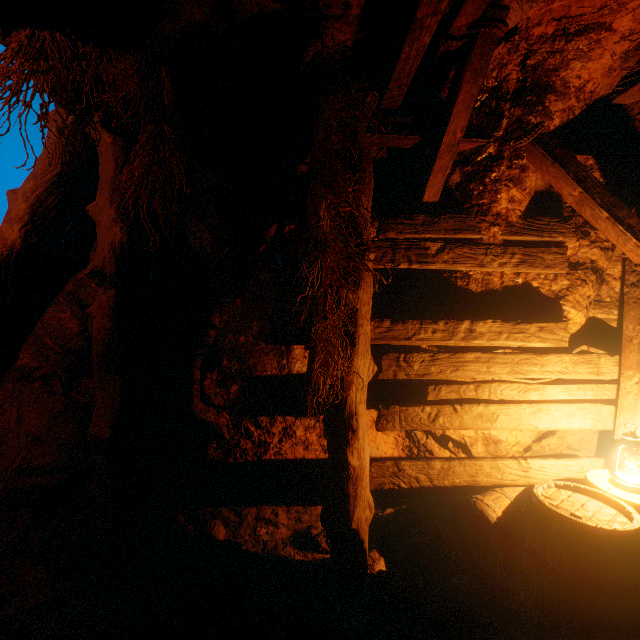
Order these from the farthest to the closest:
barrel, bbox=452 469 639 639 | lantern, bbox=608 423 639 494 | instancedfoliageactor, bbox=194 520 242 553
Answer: instancedfoliageactor, bbox=194 520 242 553
lantern, bbox=608 423 639 494
barrel, bbox=452 469 639 639

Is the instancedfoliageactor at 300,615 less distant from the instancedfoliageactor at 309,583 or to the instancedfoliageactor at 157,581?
the instancedfoliageactor at 309,583

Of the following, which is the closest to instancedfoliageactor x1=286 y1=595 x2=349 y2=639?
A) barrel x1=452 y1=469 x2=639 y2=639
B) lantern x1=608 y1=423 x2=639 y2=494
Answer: barrel x1=452 y1=469 x2=639 y2=639

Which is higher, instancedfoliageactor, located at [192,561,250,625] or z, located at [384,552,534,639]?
instancedfoliageactor, located at [192,561,250,625]

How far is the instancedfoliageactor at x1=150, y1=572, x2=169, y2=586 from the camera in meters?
2.6

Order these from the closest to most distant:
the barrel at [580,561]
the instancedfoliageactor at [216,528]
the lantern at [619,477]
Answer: the barrel at [580,561] → the lantern at [619,477] → the instancedfoliageactor at [216,528]

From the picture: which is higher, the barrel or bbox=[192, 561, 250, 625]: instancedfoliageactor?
the barrel

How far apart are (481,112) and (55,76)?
3.0m
